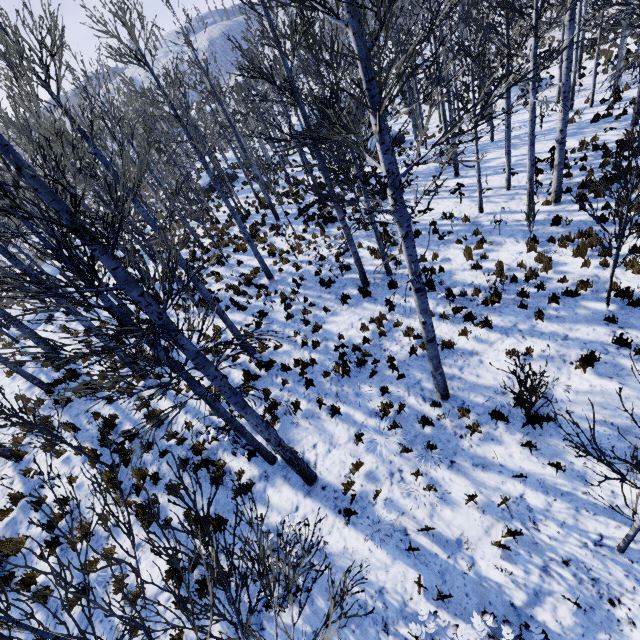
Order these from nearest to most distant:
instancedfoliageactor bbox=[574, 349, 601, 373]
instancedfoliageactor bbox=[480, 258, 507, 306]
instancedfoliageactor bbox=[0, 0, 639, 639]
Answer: instancedfoliageactor bbox=[0, 0, 639, 639], instancedfoliageactor bbox=[574, 349, 601, 373], instancedfoliageactor bbox=[480, 258, 507, 306]

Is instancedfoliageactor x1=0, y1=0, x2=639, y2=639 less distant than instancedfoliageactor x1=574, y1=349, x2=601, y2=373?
Yes

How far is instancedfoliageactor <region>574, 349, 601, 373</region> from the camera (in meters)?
6.78

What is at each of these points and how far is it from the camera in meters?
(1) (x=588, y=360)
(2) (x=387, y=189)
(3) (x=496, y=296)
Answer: (1) instancedfoliageactor, 6.8
(2) instancedfoliageactor, 4.5
(3) instancedfoliageactor, 9.1

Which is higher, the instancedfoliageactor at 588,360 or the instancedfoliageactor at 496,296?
the instancedfoliageactor at 496,296
